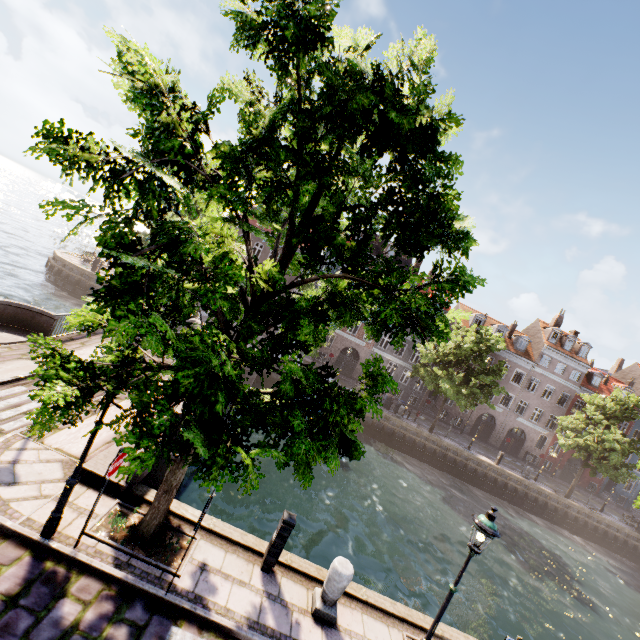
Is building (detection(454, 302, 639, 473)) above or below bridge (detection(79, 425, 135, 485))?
above

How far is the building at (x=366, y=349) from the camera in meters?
37.3 m

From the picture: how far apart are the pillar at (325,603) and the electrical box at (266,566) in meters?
1.0 m

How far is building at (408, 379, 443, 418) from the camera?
37.6 meters

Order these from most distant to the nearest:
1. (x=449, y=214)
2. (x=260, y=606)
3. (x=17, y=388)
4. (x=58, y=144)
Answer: (x=17, y=388) → (x=260, y=606) → (x=449, y=214) → (x=58, y=144)

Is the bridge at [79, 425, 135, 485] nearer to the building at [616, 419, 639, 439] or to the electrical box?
the electrical box

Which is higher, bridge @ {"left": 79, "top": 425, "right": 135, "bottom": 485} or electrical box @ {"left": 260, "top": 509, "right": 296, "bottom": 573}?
electrical box @ {"left": 260, "top": 509, "right": 296, "bottom": 573}

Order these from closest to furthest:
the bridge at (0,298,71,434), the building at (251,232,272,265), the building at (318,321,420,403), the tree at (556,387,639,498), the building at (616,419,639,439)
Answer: the bridge at (0,298,71,434) < the tree at (556,387,639,498) < the building at (251,232,272,265) < the building at (318,321,420,403) < the building at (616,419,639,439)
